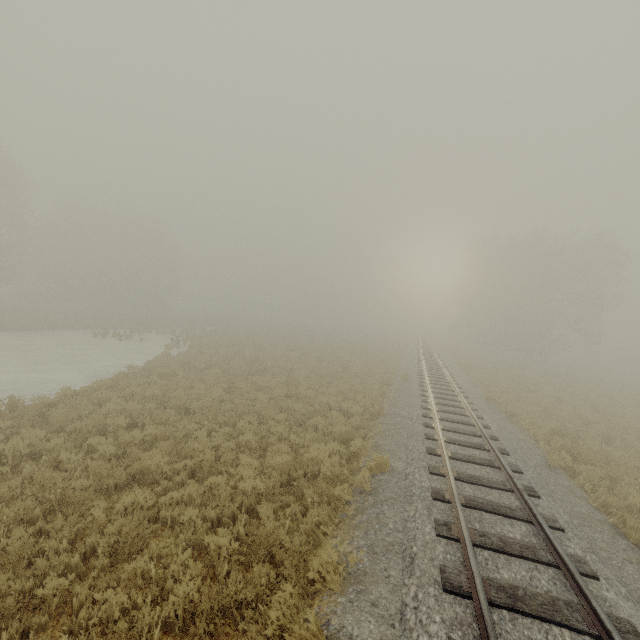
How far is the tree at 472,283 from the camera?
37.5 meters

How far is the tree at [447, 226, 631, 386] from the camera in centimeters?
3747cm

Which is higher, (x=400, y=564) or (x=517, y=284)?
(x=517, y=284)
